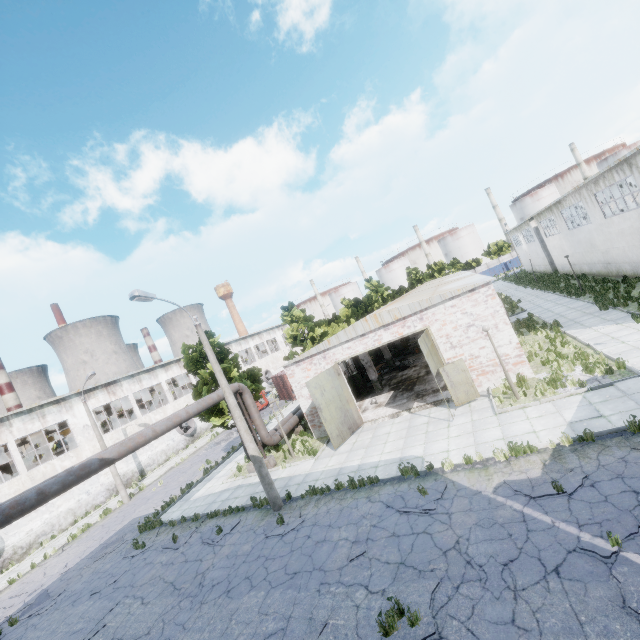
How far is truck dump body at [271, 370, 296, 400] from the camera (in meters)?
35.33

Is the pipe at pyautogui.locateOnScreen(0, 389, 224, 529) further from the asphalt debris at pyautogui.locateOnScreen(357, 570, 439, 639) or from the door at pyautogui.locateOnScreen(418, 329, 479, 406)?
the door at pyautogui.locateOnScreen(418, 329, 479, 406)

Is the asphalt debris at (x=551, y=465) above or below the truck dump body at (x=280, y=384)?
below

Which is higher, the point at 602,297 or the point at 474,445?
the point at 602,297

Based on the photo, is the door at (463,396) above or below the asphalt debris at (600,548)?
above

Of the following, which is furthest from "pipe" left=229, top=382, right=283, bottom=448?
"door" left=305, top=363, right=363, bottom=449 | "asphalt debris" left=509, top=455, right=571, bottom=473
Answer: "asphalt debris" left=509, top=455, right=571, bottom=473

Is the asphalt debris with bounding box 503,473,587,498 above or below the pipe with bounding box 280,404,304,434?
below

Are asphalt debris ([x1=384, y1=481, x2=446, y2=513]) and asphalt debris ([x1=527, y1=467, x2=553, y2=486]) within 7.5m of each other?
yes
